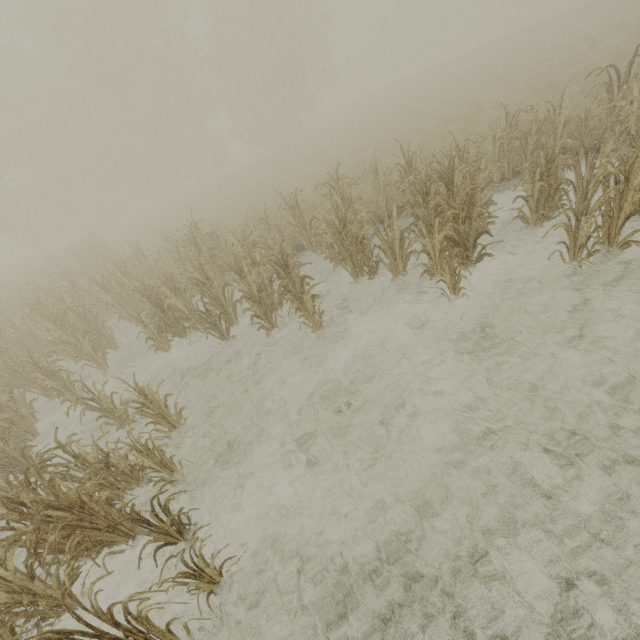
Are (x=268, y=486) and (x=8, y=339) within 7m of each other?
no
